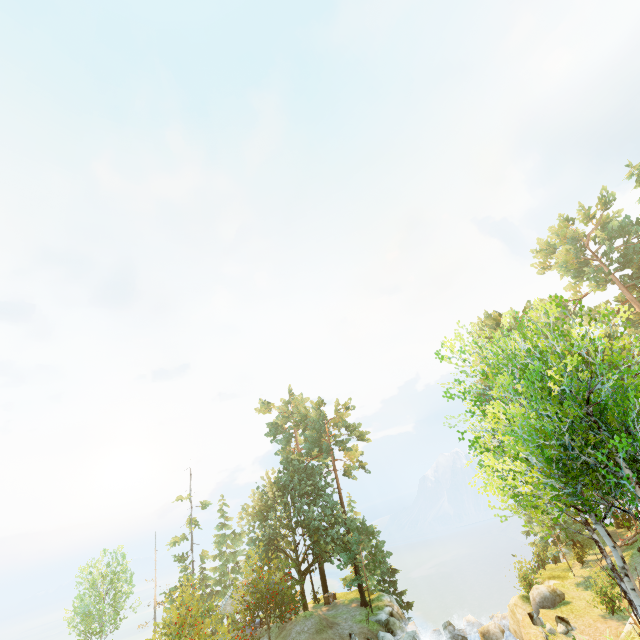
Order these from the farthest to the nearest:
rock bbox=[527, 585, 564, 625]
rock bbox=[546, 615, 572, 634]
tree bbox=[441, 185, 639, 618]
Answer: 1. rock bbox=[527, 585, 564, 625]
2. rock bbox=[546, 615, 572, 634]
3. tree bbox=[441, 185, 639, 618]

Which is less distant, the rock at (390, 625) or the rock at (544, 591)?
the rock at (544, 591)

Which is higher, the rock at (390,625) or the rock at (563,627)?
the rock at (563,627)

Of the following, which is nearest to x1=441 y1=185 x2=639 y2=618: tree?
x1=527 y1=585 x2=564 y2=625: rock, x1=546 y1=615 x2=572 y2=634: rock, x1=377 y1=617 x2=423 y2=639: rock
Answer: x1=377 y1=617 x2=423 y2=639: rock

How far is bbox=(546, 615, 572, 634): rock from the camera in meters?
18.0 m

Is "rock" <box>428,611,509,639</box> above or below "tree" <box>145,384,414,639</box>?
below

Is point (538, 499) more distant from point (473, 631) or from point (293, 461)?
point (293, 461)

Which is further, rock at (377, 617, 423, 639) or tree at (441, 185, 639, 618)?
rock at (377, 617, 423, 639)
